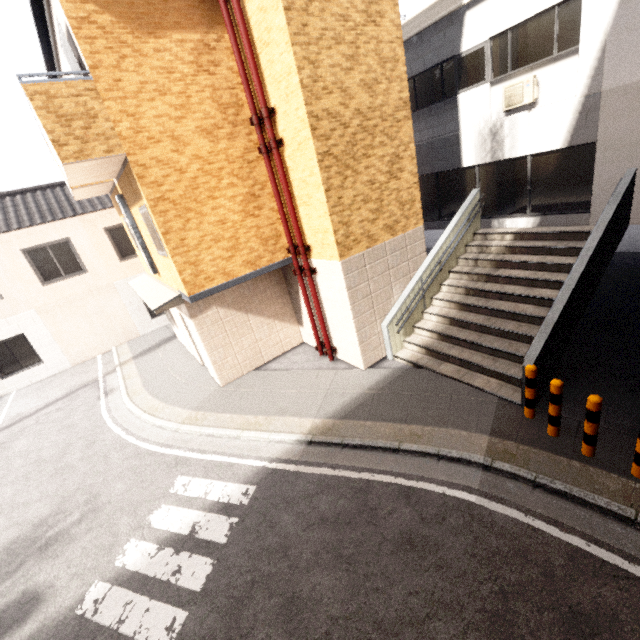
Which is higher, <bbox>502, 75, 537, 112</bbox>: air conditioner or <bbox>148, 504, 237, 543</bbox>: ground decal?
<bbox>502, 75, 537, 112</bbox>: air conditioner

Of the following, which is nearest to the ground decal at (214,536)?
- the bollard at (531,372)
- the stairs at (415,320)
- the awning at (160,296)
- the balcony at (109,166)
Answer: the awning at (160,296)

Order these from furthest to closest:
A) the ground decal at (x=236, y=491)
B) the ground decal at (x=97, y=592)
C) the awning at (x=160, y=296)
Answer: the awning at (x=160, y=296)
the ground decal at (x=236, y=491)
the ground decal at (x=97, y=592)

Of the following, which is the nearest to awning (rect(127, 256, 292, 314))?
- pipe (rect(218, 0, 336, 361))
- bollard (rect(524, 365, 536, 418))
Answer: pipe (rect(218, 0, 336, 361))

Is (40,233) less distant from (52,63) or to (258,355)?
(52,63)

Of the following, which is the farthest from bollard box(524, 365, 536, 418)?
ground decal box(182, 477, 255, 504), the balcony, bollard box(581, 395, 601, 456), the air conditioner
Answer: the balcony

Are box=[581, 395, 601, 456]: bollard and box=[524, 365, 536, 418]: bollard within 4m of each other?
yes
